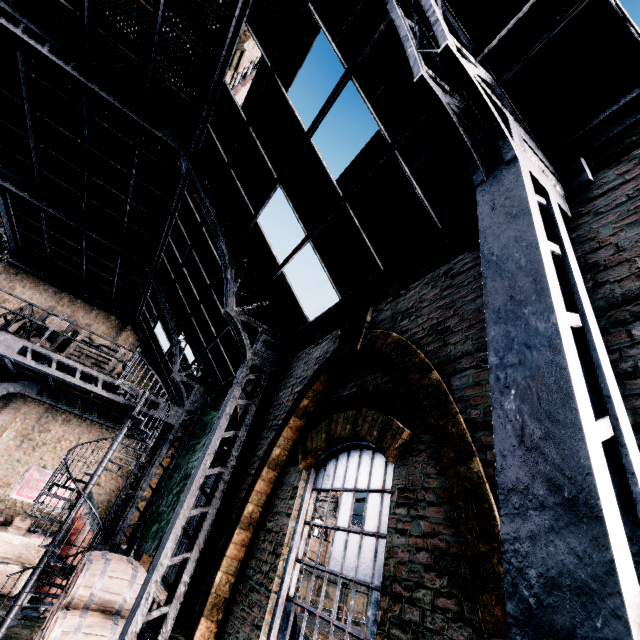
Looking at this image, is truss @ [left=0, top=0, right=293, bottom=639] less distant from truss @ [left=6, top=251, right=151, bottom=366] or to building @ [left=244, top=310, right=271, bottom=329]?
building @ [left=244, top=310, right=271, bottom=329]

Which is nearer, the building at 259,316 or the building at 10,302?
the building at 259,316

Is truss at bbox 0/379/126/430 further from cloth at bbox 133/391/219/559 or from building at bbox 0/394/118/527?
cloth at bbox 133/391/219/559

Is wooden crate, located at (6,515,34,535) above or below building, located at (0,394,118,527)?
below

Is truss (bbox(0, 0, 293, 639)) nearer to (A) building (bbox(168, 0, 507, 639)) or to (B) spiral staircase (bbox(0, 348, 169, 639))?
(A) building (bbox(168, 0, 507, 639))

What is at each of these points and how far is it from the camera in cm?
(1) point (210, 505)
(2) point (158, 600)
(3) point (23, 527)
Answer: (1) truss, 574
(2) building, 655
(3) wooden crate, 1179

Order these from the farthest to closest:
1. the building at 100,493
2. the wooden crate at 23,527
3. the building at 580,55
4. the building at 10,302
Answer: the building at 10,302, the building at 100,493, the wooden crate at 23,527, the building at 580,55

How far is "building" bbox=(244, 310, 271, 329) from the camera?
8.55m
